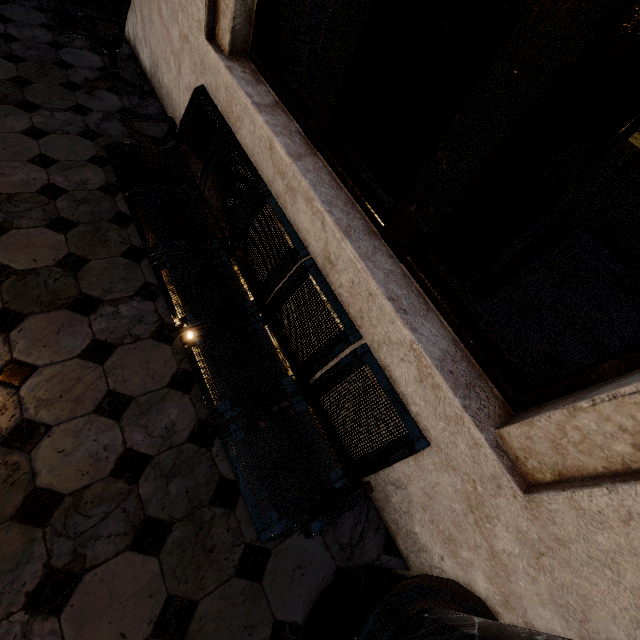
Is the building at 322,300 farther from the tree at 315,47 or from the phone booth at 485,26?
the tree at 315,47

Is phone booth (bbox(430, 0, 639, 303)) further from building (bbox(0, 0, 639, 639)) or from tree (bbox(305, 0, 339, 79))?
tree (bbox(305, 0, 339, 79))

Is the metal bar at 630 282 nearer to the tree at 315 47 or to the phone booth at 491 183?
the phone booth at 491 183

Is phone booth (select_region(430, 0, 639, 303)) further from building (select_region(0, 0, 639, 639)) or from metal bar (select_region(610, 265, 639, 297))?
metal bar (select_region(610, 265, 639, 297))

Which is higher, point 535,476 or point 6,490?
point 535,476

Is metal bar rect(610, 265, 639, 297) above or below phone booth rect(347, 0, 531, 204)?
below
